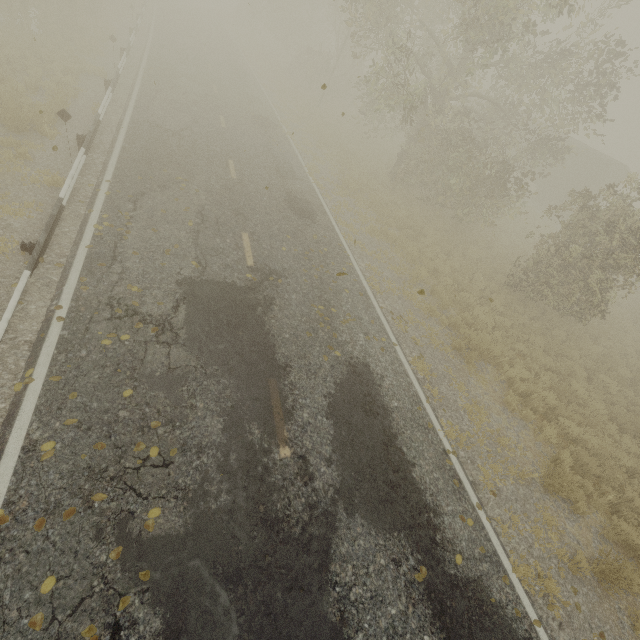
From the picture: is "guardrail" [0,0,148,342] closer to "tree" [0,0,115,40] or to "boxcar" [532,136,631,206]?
"tree" [0,0,115,40]

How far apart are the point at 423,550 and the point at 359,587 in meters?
1.3 m

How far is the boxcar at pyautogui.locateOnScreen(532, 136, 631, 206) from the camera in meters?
24.3 m

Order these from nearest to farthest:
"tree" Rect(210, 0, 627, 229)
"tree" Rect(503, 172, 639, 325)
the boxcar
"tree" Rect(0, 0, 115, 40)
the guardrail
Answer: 1. the guardrail
2. "tree" Rect(503, 172, 639, 325)
3. "tree" Rect(210, 0, 627, 229)
4. "tree" Rect(0, 0, 115, 40)
5. the boxcar

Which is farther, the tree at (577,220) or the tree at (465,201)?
the tree at (465,201)

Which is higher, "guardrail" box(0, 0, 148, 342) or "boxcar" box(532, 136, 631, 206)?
"boxcar" box(532, 136, 631, 206)

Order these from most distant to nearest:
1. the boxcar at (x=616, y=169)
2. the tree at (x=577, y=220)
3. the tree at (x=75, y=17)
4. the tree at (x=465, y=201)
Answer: the boxcar at (x=616, y=169) < the tree at (x=75, y=17) < the tree at (x=465, y=201) < the tree at (x=577, y=220)

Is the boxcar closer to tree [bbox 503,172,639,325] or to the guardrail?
tree [bbox 503,172,639,325]
